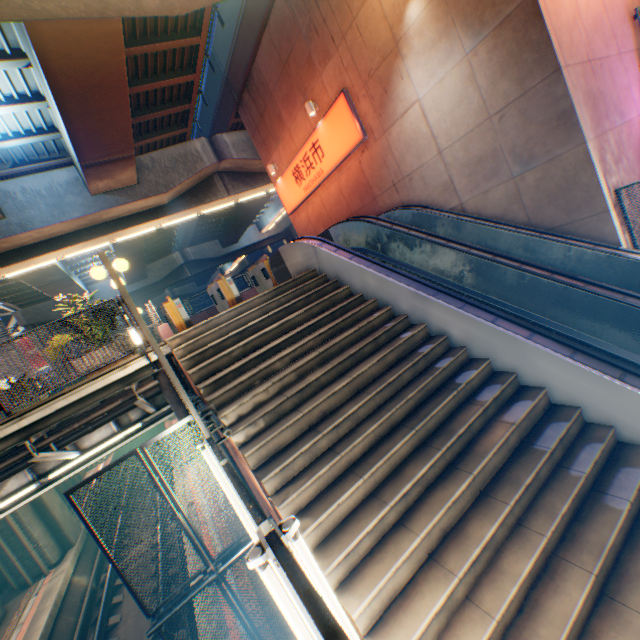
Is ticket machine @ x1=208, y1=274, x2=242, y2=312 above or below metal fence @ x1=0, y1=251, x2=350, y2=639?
above

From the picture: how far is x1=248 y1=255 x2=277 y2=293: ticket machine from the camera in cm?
1120

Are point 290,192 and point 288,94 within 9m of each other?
yes

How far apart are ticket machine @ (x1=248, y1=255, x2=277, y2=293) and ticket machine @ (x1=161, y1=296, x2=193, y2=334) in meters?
2.9

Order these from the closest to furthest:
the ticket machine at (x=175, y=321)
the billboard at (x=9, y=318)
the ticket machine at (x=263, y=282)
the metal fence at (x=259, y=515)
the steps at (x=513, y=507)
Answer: the metal fence at (x=259, y=515) → the steps at (x=513, y=507) → the ticket machine at (x=175, y=321) → the ticket machine at (x=263, y=282) → the billboard at (x=9, y=318)

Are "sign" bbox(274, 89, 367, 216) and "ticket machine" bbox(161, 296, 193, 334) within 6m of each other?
no

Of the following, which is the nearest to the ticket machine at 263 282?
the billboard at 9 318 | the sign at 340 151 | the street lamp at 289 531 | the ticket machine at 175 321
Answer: the ticket machine at 175 321

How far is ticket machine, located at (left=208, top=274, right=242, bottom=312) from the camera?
10.4m
